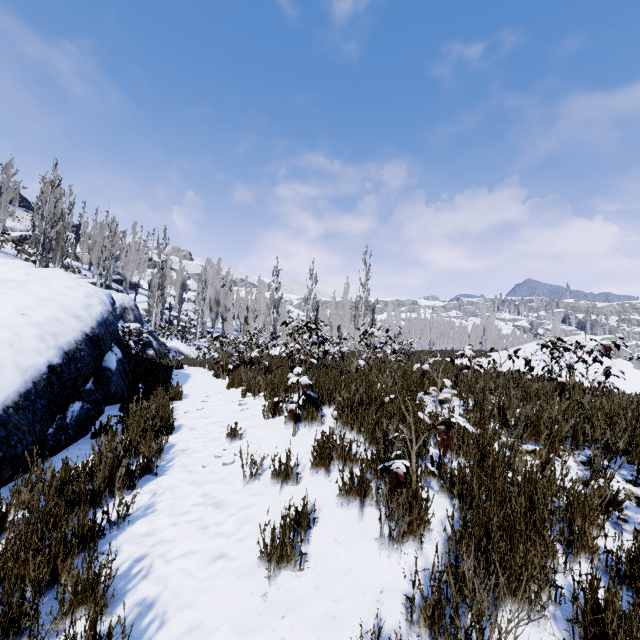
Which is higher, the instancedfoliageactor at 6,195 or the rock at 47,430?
the instancedfoliageactor at 6,195

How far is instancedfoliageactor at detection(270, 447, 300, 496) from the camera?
3.3 meters

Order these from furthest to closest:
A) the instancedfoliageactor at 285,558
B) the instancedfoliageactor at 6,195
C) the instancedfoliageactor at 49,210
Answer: the instancedfoliageactor at 6,195, the instancedfoliageactor at 49,210, the instancedfoliageactor at 285,558

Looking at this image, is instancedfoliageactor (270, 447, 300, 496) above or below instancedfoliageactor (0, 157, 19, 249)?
below

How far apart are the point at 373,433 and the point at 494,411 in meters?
2.2 m
